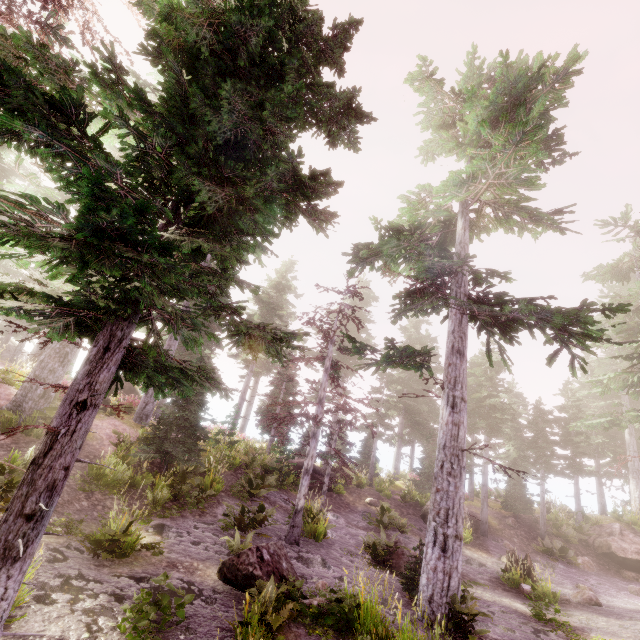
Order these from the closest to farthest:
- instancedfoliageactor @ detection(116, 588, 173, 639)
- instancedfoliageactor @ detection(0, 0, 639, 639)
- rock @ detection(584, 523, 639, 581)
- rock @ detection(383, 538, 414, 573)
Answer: instancedfoliageactor @ detection(0, 0, 639, 639), instancedfoliageactor @ detection(116, 588, 173, 639), rock @ detection(383, 538, 414, 573), rock @ detection(584, 523, 639, 581)

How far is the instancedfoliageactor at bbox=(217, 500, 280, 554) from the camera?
8.97m

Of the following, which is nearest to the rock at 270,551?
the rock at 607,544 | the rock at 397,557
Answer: the rock at 397,557

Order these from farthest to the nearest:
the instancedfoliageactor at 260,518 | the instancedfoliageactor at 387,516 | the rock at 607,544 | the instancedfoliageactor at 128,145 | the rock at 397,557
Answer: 1. the rock at 607,544
2. the instancedfoliageactor at 387,516
3. the rock at 397,557
4. the instancedfoliageactor at 260,518
5. the instancedfoliageactor at 128,145

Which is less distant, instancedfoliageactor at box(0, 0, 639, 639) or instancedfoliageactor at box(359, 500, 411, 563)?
instancedfoliageactor at box(0, 0, 639, 639)

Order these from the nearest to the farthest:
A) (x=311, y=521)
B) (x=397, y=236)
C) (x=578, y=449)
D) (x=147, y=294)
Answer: (x=147, y=294), (x=311, y=521), (x=397, y=236), (x=578, y=449)

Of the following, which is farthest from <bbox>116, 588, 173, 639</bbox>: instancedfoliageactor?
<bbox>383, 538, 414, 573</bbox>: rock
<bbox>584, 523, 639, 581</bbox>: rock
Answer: <bbox>383, 538, 414, 573</bbox>: rock

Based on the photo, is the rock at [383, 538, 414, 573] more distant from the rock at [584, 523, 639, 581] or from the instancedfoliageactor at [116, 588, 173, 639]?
the rock at [584, 523, 639, 581]
